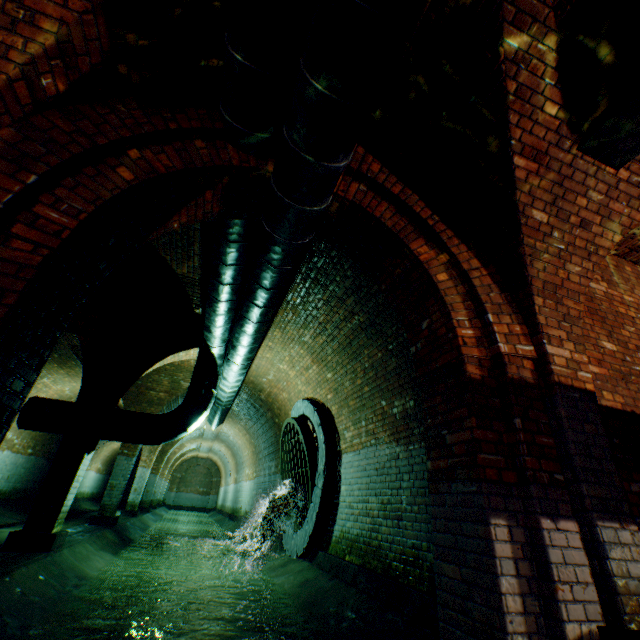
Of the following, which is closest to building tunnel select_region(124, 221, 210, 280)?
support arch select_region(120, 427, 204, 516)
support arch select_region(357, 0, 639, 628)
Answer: support arch select_region(120, 427, 204, 516)

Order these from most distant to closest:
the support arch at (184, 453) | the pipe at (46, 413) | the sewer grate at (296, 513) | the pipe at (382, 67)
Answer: the support arch at (184, 453)
the sewer grate at (296, 513)
the pipe at (46, 413)
the pipe at (382, 67)

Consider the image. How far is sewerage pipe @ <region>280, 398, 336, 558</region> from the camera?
6.22m

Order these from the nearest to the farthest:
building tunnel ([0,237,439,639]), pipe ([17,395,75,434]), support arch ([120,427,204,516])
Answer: building tunnel ([0,237,439,639]) → pipe ([17,395,75,434]) → support arch ([120,427,204,516])

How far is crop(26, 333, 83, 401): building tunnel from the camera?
9.12m

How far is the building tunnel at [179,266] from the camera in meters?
4.9

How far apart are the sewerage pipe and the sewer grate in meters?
0.0

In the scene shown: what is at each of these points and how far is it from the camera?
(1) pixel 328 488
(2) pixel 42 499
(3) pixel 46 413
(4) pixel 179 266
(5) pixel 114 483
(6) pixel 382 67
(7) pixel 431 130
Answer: (1) sewerage pipe, 6.3m
(2) support arch, 5.2m
(3) pipe, 6.0m
(4) building tunnel, 5.6m
(5) support arch, 9.6m
(6) pipe, 2.1m
(7) support arch, 3.2m
